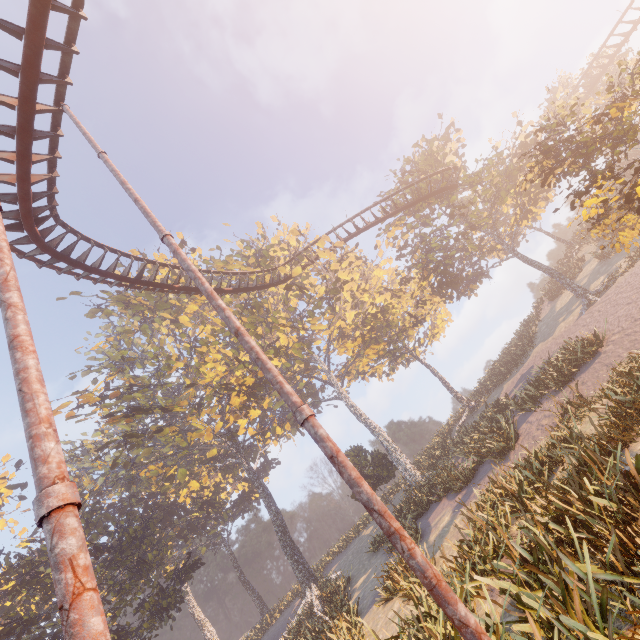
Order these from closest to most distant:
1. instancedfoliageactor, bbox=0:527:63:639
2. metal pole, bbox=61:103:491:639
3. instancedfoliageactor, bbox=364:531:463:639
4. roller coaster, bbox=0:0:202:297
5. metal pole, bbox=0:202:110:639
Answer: metal pole, bbox=0:202:110:639
metal pole, bbox=61:103:491:639
instancedfoliageactor, bbox=364:531:463:639
roller coaster, bbox=0:0:202:297
instancedfoliageactor, bbox=0:527:63:639

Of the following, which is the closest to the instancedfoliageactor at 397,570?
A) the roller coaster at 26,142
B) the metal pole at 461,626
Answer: the metal pole at 461,626

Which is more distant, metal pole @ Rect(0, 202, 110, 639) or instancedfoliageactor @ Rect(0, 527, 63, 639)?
instancedfoliageactor @ Rect(0, 527, 63, 639)

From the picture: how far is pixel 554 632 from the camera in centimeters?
315cm

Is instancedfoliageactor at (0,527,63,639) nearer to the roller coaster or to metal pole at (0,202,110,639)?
metal pole at (0,202,110,639)

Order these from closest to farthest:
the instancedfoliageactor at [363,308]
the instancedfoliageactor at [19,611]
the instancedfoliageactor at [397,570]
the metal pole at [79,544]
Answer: the metal pole at [79,544], the instancedfoliageactor at [363,308], the instancedfoliageactor at [397,570], the instancedfoliageactor at [19,611]

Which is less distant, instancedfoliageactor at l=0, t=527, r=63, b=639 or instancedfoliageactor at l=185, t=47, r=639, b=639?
instancedfoliageactor at l=185, t=47, r=639, b=639

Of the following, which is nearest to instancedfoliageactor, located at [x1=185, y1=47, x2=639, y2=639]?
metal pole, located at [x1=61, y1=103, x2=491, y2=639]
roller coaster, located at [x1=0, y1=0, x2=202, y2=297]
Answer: metal pole, located at [x1=61, y1=103, x2=491, y2=639]
